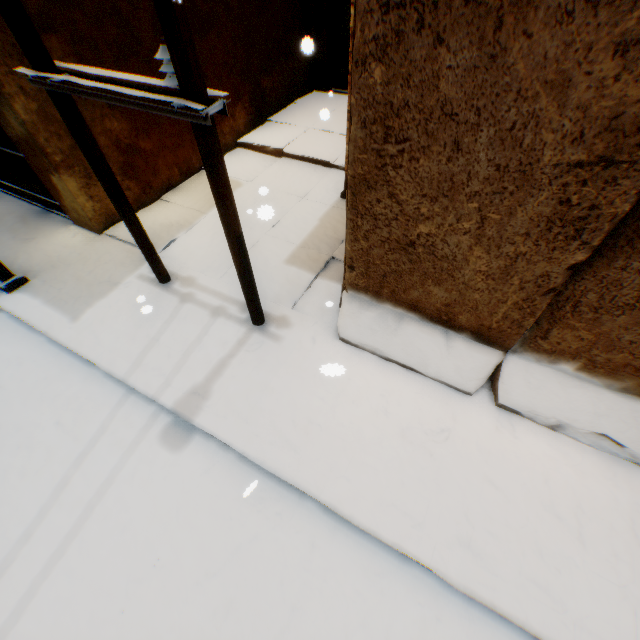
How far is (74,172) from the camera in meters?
5.1 m

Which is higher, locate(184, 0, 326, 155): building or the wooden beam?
locate(184, 0, 326, 155): building

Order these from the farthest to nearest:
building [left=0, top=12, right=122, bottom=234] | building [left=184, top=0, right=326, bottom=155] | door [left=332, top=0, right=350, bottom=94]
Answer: door [left=332, top=0, right=350, bottom=94], building [left=184, top=0, right=326, bottom=155], building [left=0, top=12, right=122, bottom=234]

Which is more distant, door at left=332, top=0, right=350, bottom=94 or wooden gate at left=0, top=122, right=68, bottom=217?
door at left=332, top=0, right=350, bottom=94

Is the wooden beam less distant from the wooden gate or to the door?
the wooden gate

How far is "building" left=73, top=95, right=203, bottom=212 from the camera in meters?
5.3 m

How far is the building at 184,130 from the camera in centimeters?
527cm

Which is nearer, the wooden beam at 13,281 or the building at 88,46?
the building at 88,46
